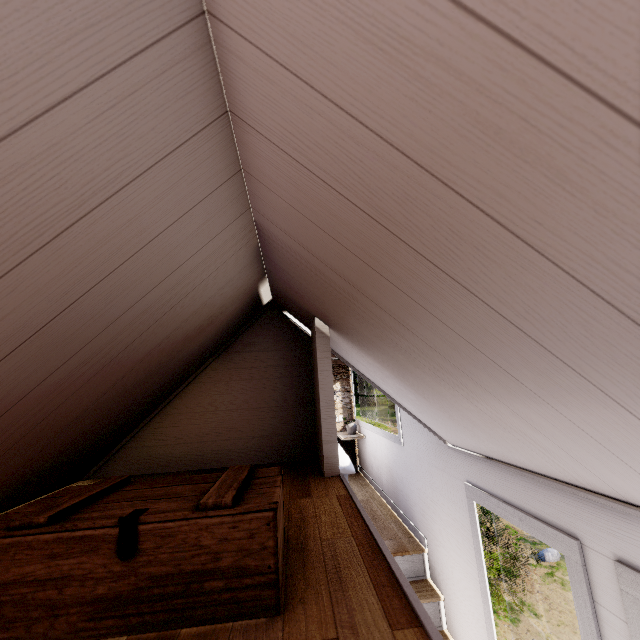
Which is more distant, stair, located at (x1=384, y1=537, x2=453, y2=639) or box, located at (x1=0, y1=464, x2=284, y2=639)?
stair, located at (x1=384, y1=537, x2=453, y2=639)

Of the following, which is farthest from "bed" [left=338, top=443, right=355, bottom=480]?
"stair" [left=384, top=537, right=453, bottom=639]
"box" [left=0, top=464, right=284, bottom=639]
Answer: "box" [left=0, top=464, right=284, bottom=639]

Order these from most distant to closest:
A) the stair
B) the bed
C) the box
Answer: the bed < the stair < the box

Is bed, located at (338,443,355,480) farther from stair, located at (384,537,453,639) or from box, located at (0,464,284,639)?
box, located at (0,464,284,639)

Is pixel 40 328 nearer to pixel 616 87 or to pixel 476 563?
pixel 616 87

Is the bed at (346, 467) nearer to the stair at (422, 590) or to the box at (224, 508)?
the stair at (422, 590)

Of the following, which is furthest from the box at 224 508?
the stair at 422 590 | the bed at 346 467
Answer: the bed at 346 467
